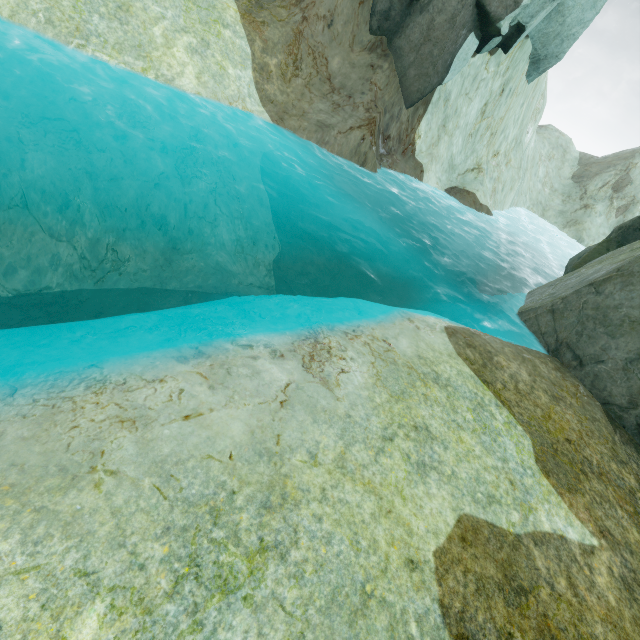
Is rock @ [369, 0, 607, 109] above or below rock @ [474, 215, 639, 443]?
above

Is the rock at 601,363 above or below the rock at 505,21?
below

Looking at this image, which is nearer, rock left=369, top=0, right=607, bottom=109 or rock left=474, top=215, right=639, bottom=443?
rock left=474, top=215, right=639, bottom=443

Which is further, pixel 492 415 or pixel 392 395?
pixel 492 415

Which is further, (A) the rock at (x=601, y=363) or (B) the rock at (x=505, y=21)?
(B) the rock at (x=505, y=21)
